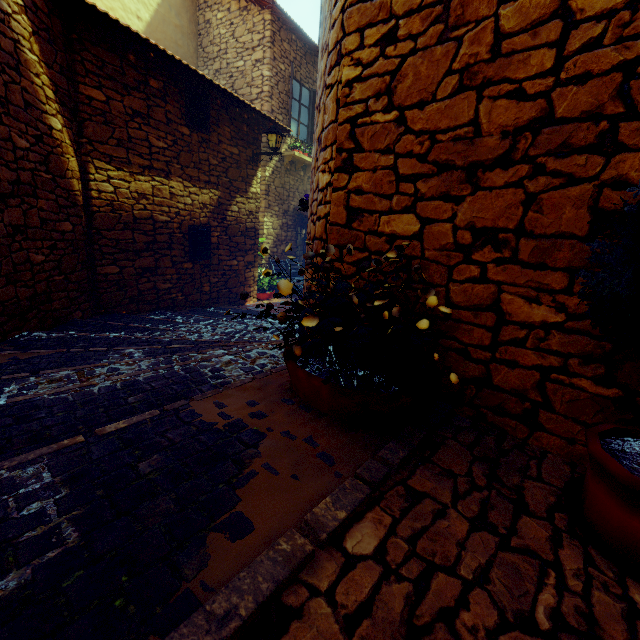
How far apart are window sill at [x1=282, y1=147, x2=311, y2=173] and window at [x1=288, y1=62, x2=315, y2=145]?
0.46m

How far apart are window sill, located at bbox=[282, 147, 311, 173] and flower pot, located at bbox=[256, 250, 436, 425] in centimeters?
870cm

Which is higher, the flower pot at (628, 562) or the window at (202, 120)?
the window at (202, 120)

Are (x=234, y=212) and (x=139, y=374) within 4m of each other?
no

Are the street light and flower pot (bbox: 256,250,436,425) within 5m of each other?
no

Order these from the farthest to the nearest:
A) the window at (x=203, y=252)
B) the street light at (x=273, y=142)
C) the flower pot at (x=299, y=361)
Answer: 1. the street light at (x=273, y=142)
2. the window at (x=203, y=252)
3. the flower pot at (x=299, y=361)

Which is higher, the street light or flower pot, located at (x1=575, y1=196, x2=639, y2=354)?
the street light

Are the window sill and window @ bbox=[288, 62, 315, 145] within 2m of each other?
yes
